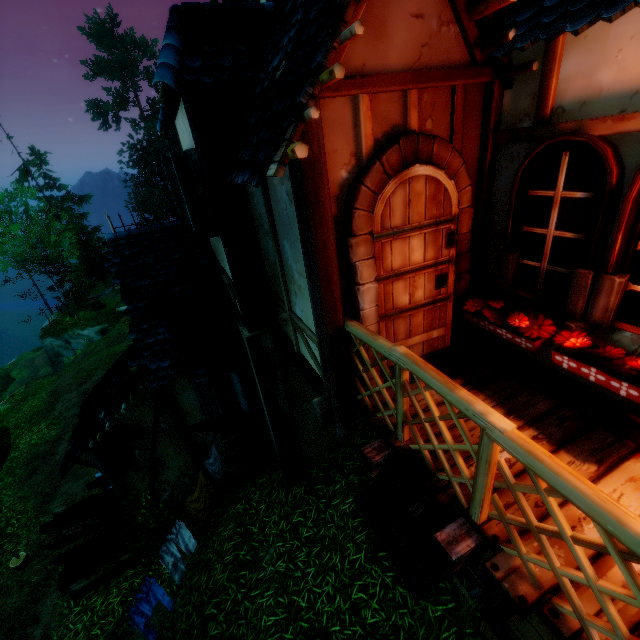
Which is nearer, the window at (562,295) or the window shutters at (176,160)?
the window at (562,295)

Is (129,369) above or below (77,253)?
above

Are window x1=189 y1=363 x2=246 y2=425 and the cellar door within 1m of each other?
no

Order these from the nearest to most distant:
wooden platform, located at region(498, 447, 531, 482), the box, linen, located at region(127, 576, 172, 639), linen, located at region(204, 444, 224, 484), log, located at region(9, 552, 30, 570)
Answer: wooden platform, located at region(498, 447, 531, 482)
the box
linen, located at region(127, 576, 172, 639)
linen, located at region(204, 444, 224, 484)
log, located at region(9, 552, 30, 570)

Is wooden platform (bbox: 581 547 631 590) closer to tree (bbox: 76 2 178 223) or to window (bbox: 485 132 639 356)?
window (bbox: 485 132 639 356)

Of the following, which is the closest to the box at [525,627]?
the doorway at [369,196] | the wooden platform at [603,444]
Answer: the wooden platform at [603,444]

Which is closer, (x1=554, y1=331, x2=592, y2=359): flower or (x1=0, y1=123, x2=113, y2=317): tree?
(x1=554, y1=331, x2=592, y2=359): flower

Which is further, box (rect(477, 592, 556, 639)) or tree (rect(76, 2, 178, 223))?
tree (rect(76, 2, 178, 223))
